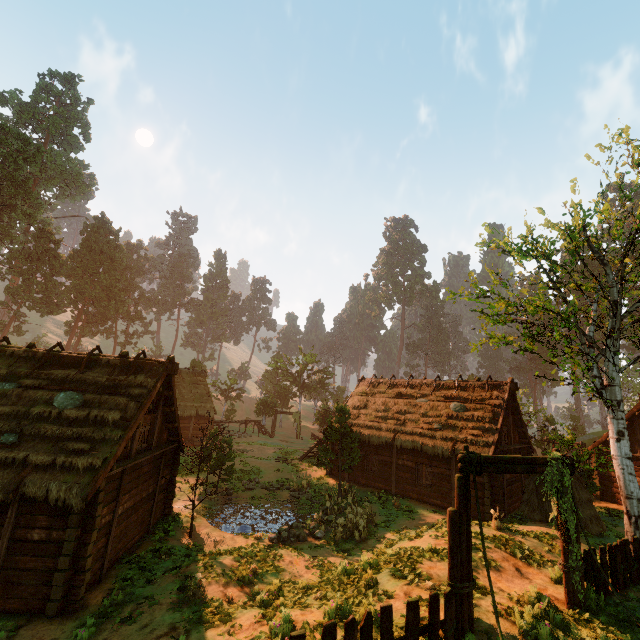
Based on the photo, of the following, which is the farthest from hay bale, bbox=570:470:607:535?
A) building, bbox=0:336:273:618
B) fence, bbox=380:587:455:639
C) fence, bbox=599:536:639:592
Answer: fence, bbox=380:587:455:639

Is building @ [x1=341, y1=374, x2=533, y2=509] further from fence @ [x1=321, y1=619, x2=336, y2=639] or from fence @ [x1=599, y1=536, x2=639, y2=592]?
fence @ [x1=599, y1=536, x2=639, y2=592]

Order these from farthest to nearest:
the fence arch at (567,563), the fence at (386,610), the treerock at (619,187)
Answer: the treerock at (619,187) < the fence arch at (567,563) < the fence at (386,610)

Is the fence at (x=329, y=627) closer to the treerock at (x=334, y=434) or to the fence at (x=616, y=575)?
the treerock at (x=334, y=434)

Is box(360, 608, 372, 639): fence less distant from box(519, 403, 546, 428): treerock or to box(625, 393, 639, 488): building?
box(519, 403, 546, 428): treerock

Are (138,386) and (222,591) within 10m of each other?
yes

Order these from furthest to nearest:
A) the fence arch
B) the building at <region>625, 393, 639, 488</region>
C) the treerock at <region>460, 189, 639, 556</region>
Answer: the building at <region>625, 393, 639, 488</region> < the treerock at <region>460, 189, 639, 556</region> < the fence arch

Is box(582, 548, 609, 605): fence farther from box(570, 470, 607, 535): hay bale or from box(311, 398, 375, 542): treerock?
box(570, 470, 607, 535): hay bale
